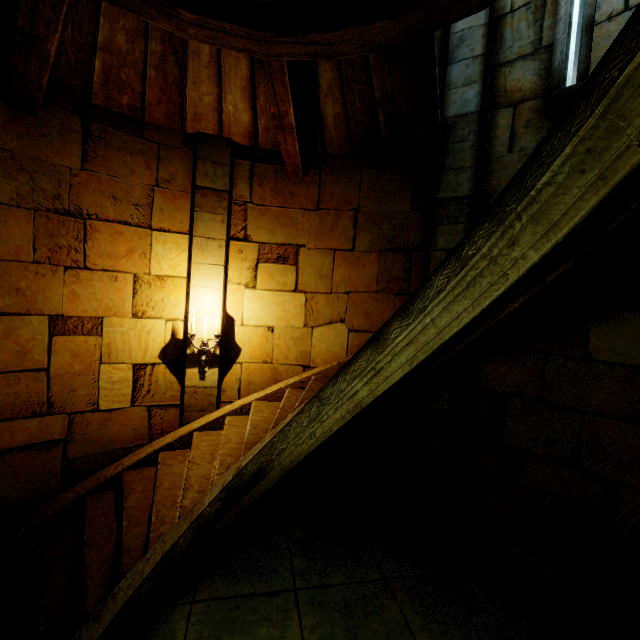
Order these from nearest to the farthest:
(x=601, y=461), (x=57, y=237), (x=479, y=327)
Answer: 1. (x=479, y=327)
2. (x=601, y=461)
3. (x=57, y=237)

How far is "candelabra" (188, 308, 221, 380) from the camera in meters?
4.6 m

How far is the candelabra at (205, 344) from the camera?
4.57m
